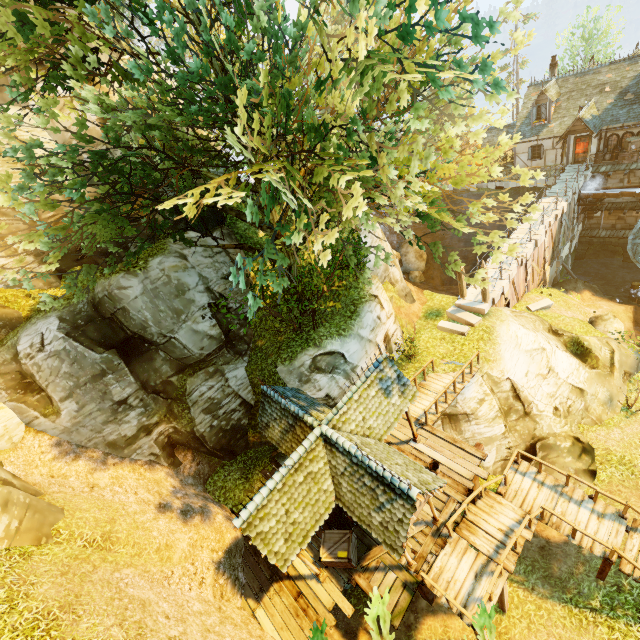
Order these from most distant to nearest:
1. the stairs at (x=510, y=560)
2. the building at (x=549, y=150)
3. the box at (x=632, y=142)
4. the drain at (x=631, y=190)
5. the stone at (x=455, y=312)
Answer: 1. the building at (x=549, y=150)
2. the drain at (x=631, y=190)
3. the box at (x=632, y=142)
4. the stone at (x=455, y=312)
5. the stairs at (x=510, y=560)

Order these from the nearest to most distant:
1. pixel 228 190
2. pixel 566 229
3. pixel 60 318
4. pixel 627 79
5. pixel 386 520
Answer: pixel 228 190 < pixel 386 520 < pixel 60 318 < pixel 627 79 < pixel 566 229

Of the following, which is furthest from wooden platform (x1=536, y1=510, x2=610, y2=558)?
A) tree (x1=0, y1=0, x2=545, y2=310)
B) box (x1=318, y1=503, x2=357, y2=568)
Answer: tree (x1=0, y1=0, x2=545, y2=310)

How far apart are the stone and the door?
A: 20.08m

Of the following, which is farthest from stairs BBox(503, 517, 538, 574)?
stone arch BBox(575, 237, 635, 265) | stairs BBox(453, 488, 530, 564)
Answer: stone arch BBox(575, 237, 635, 265)

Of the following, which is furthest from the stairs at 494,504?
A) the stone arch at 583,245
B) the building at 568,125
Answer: the stone arch at 583,245

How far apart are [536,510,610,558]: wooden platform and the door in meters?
27.2

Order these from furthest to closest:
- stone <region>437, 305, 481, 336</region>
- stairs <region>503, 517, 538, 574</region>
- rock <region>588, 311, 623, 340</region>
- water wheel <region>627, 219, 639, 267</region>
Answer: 1. water wheel <region>627, 219, 639, 267</region>
2. rock <region>588, 311, 623, 340</region>
3. stone <region>437, 305, 481, 336</region>
4. stairs <region>503, 517, 538, 574</region>
